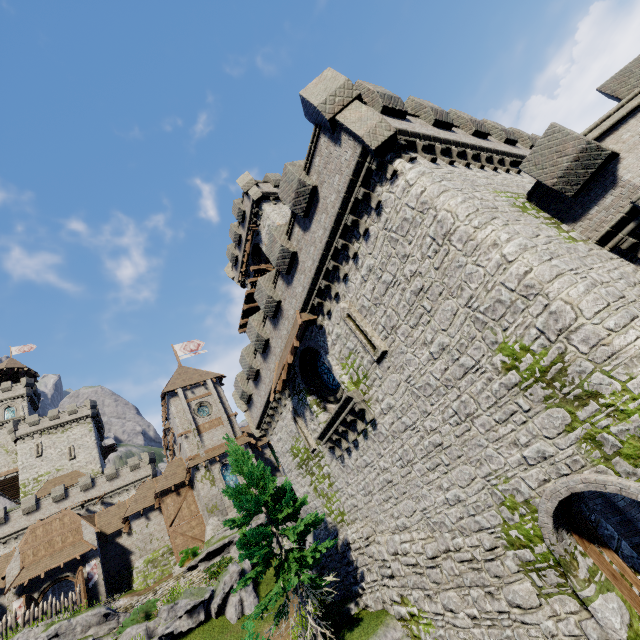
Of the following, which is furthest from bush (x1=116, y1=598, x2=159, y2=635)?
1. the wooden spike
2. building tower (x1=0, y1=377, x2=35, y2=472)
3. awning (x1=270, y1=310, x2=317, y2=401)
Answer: building tower (x1=0, y1=377, x2=35, y2=472)

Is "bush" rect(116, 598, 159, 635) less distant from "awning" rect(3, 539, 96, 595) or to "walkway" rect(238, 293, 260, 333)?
"awning" rect(3, 539, 96, 595)

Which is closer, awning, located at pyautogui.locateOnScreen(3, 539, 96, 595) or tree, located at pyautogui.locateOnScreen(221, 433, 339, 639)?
tree, located at pyautogui.locateOnScreen(221, 433, 339, 639)

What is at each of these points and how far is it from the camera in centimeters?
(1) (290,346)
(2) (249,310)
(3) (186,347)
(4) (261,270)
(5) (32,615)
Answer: (1) awning, 1484cm
(2) walkway, 3086cm
(3) flag, 4447cm
(4) wooden platform, 2720cm
(5) wooden spike, 2300cm

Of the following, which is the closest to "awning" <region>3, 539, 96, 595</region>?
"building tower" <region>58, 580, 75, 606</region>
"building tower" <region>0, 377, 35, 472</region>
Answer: "building tower" <region>58, 580, 75, 606</region>

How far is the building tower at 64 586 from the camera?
37.4 meters

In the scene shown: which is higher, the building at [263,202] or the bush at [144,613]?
the building at [263,202]

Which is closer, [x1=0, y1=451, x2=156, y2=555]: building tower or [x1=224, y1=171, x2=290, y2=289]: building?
[x1=224, y1=171, x2=290, y2=289]: building
